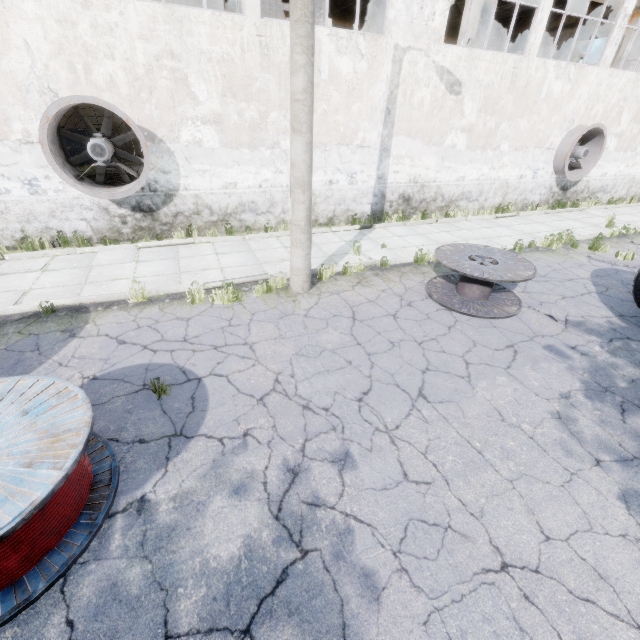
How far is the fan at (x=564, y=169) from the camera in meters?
13.3 m

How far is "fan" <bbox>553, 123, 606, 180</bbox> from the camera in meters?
13.3

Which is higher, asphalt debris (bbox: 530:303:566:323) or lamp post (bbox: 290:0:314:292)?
lamp post (bbox: 290:0:314:292)

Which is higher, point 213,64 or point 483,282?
point 213,64

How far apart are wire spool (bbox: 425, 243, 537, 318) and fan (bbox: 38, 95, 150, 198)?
7.43m

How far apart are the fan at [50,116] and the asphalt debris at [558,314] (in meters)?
9.81

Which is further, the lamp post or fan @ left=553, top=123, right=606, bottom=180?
fan @ left=553, top=123, right=606, bottom=180

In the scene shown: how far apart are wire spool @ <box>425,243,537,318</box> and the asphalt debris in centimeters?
18cm
